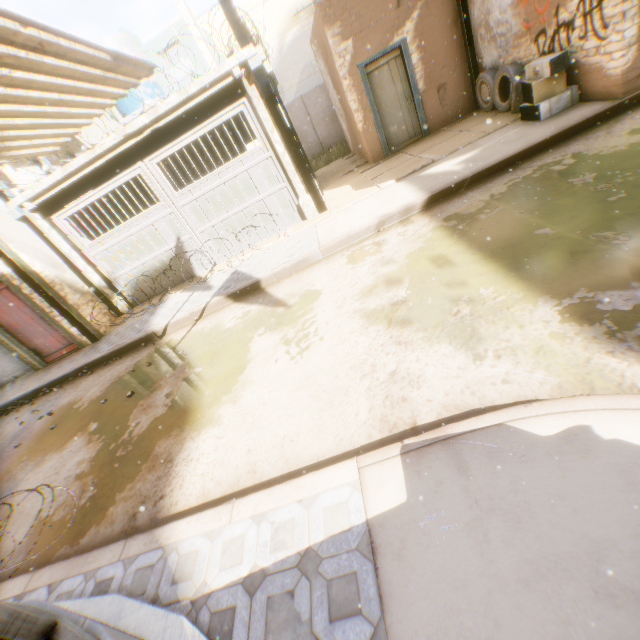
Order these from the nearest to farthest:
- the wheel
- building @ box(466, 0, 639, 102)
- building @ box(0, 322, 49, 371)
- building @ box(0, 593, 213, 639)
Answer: building @ box(0, 593, 213, 639) < building @ box(466, 0, 639, 102) < the wheel < building @ box(0, 322, 49, 371)

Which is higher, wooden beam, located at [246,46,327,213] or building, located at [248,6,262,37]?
building, located at [248,6,262,37]

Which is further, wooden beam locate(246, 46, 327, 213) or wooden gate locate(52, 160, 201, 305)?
wooden gate locate(52, 160, 201, 305)

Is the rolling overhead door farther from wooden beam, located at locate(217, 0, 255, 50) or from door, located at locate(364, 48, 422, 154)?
door, located at locate(364, 48, 422, 154)

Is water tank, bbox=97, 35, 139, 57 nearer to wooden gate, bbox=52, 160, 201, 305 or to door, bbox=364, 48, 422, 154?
wooden gate, bbox=52, 160, 201, 305

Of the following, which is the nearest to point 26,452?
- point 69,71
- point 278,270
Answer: point 278,270

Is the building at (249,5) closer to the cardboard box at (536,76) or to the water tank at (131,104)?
the cardboard box at (536,76)

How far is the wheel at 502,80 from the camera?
7.4m
